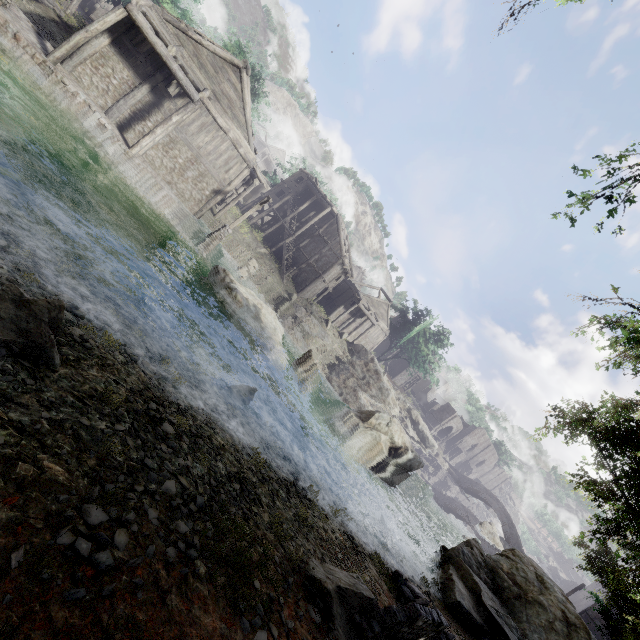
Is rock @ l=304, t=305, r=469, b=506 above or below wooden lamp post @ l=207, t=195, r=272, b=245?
above

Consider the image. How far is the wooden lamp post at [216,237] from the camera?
21.9 meters

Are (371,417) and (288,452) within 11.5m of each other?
yes

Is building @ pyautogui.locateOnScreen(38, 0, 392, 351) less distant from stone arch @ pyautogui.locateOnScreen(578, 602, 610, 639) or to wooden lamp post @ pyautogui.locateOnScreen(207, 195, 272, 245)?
stone arch @ pyautogui.locateOnScreen(578, 602, 610, 639)

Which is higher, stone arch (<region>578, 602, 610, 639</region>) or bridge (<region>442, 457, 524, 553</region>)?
stone arch (<region>578, 602, 610, 639</region>)

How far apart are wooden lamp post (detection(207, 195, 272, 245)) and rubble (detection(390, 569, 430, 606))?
19.80m

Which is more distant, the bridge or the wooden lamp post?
the bridge

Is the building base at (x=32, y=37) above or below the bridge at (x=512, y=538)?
below
